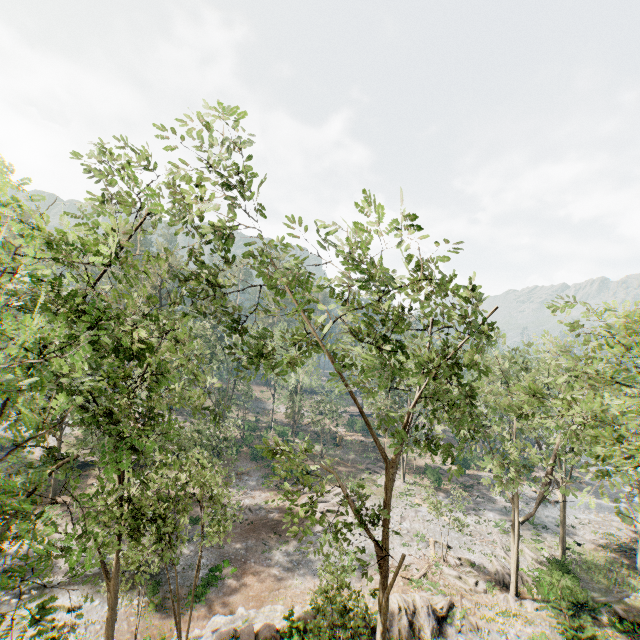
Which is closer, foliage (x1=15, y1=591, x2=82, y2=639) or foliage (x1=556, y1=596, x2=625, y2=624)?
foliage (x1=15, y1=591, x2=82, y2=639)

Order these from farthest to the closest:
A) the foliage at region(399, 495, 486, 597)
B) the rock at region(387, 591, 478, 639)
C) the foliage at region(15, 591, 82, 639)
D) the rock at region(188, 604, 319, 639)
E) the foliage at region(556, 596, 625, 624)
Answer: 1. the foliage at region(399, 495, 486, 597)
2. the foliage at region(556, 596, 625, 624)
3. the rock at region(387, 591, 478, 639)
4. the rock at region(188, 604, 319, 639)
5. the foliage at region(15, 591, 82, 639)

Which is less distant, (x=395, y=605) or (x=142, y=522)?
(x=142, y=522)

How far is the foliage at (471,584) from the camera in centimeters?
2428cm

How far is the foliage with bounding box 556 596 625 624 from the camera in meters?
20.5 m

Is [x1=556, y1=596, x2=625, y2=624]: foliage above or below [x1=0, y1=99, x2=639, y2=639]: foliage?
below
